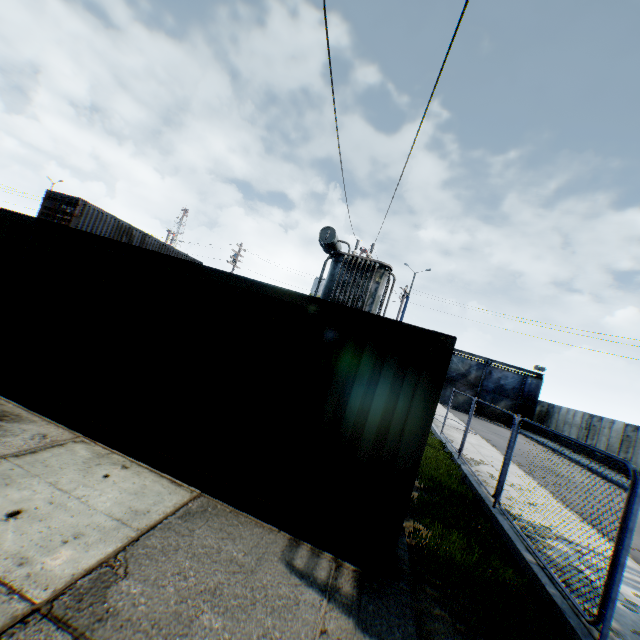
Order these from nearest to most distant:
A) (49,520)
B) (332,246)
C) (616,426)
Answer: (49,520) < (332,246) < (616,426)

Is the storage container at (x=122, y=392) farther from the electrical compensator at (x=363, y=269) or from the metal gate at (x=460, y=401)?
the metal gate at (x=460, y=401)

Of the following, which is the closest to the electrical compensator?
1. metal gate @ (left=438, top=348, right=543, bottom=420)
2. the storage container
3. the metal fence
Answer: the storage container

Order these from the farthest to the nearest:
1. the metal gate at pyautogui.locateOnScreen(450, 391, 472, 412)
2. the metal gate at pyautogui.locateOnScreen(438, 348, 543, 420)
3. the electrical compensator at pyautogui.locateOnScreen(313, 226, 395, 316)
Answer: the metal gate at pyautogui.locateOnScreen(450, 391, 472, 412)
the metal gate at pyautogui.locateOnScreen(438, 348, 543, 420)
the electrical compensator at pyautogui.locateOnScreen(313, 226, 395, 316)

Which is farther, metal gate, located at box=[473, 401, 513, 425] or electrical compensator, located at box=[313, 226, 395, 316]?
metal gate, located at box=[473, 401, 513, 425]

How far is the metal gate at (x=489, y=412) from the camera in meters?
33.7

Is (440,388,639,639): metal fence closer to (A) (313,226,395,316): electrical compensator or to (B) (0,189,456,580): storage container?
(B) (0,189,456,580): storage container
